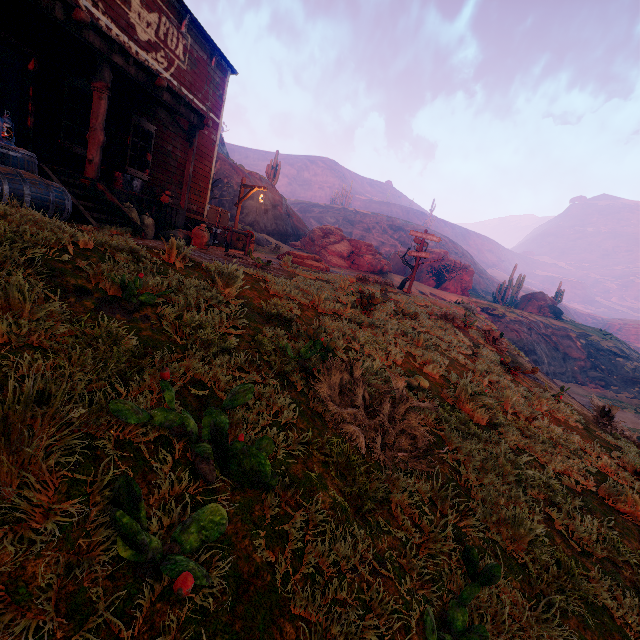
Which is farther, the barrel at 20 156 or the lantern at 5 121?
the lantern at 5 121

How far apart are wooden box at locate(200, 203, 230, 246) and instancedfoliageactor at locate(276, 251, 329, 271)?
3.25m

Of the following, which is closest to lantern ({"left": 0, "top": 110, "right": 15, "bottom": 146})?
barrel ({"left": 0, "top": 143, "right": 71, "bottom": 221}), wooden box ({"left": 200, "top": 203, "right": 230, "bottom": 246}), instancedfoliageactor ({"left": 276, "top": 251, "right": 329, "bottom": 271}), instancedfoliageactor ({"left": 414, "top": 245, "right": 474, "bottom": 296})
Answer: barrel ({"left": 0, "top": 143, "right": 71, "bottom": 221})

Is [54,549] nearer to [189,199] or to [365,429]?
[365,429]

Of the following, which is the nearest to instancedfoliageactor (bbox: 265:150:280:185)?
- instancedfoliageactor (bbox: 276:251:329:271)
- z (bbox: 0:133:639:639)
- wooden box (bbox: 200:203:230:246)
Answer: z (bbox: 0:133:639:639)

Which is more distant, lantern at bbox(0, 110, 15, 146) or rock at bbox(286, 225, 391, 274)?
rock at bbox(286, 225, 391, 274)

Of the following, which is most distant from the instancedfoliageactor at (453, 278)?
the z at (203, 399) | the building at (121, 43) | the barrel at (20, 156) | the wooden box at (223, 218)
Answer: the barrel at (20, 156)

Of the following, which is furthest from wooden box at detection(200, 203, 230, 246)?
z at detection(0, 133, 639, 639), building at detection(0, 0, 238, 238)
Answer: building at detection(0, 0, 238, 238)
